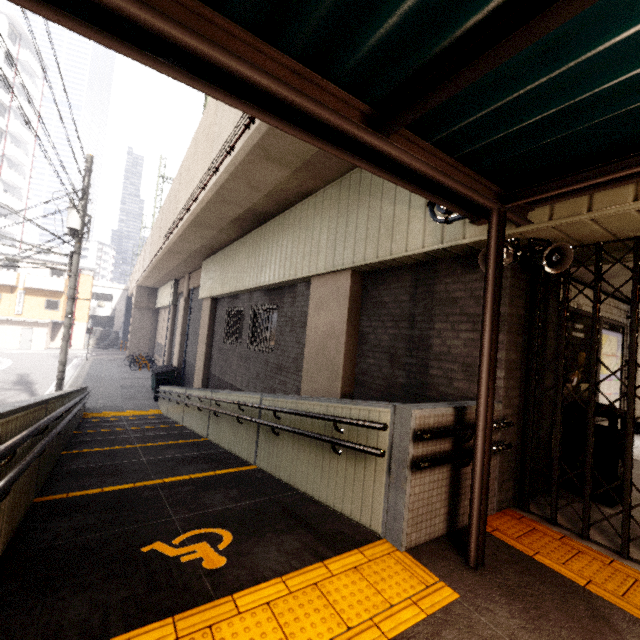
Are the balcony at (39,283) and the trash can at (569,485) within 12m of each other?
no

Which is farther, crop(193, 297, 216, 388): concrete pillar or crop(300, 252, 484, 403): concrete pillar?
crop(193, 297, 216, 388): concrete pillar

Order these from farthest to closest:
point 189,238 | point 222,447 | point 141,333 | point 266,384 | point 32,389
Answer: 1. point 141,333
2. point 32,389
3. point 189,238
4. point 266,384
5. point 222,447

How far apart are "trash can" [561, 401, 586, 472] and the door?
42.3m

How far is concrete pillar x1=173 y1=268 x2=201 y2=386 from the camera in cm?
1810

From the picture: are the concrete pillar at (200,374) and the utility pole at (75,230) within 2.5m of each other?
no

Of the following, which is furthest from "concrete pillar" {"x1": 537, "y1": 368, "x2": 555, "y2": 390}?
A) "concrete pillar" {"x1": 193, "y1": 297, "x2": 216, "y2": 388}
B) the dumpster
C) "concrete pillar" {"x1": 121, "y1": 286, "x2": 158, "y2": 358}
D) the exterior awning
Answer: "concrete pillar" {"x1": 121, "y1": 286, "x2": 158, "y2": 358}

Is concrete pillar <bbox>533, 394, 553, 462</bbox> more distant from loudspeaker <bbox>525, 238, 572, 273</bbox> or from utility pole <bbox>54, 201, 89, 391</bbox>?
utility pole <bbox>54, 201, 89, 391</bbox>
